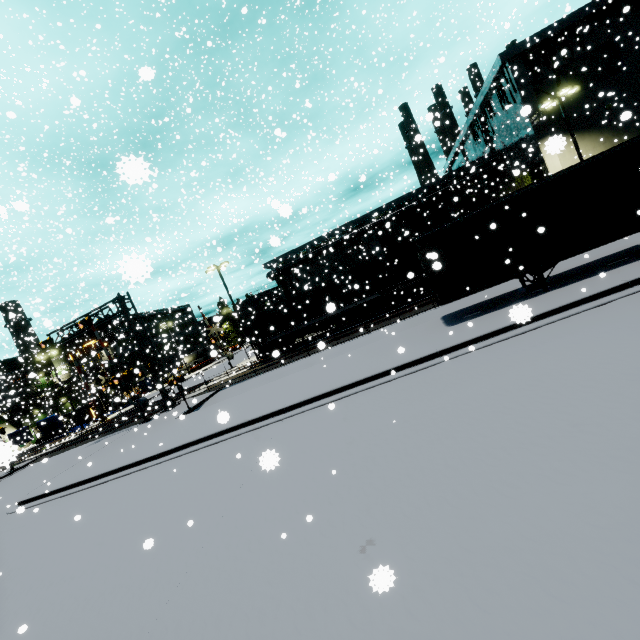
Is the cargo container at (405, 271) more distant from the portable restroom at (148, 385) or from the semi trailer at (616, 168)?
the portable restroom at (148, 385)

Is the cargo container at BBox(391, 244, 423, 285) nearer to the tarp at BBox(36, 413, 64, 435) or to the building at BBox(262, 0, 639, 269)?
the building at BBox(262, 0, 639, 269)

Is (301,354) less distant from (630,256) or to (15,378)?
(630,256)

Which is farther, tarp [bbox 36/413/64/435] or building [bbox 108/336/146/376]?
building [bbox 108/336/146/376]

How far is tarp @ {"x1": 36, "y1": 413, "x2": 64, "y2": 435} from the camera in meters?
39.1

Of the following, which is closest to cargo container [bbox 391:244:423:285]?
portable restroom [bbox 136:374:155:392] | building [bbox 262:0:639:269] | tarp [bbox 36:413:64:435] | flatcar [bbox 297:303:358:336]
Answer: flatcar [bbox 297:303:358:336]

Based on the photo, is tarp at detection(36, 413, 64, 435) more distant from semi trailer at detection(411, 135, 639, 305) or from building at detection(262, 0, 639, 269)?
building at detection(262, 0, 639, 269)

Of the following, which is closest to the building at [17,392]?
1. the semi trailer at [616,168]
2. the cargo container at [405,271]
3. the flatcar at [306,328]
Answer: the semi trailer at [616,168]
